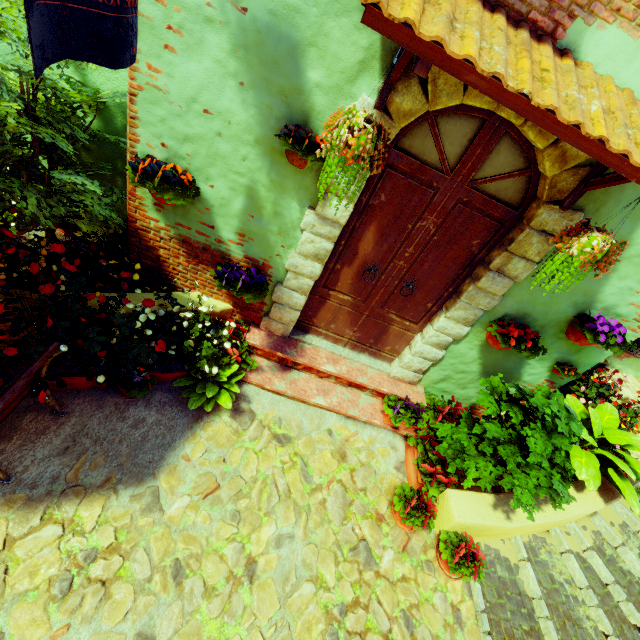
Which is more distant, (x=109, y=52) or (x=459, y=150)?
(x=459, y=150)

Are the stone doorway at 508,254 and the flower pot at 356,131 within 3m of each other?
yes

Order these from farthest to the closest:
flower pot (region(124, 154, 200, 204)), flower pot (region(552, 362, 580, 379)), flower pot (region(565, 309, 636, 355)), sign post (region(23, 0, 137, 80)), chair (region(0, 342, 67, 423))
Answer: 1. flower pot (region(552, 362, 580, 379))
2. flower pot (region(565, 309, 636, 355))
3. flower pot (region(124, 154, 200, 204))
4. chair (region(0, 342, 67, 423))
5. sign post (region(23, 0, 137, 80))

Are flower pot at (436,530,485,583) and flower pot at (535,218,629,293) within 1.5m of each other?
no

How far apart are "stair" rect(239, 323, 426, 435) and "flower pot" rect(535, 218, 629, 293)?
1.7 meters

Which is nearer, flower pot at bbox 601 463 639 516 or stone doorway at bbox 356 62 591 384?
stone doorway at bbox 356 62 591 384

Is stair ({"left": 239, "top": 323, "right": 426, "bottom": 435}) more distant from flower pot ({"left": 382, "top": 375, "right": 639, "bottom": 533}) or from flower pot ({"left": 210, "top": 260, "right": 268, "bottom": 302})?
flower pot ({"left": 210, "top": 260, "right": 268, "bottom": 302})

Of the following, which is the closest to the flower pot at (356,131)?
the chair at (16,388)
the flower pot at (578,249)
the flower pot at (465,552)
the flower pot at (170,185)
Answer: the flower pot at (170,185)
